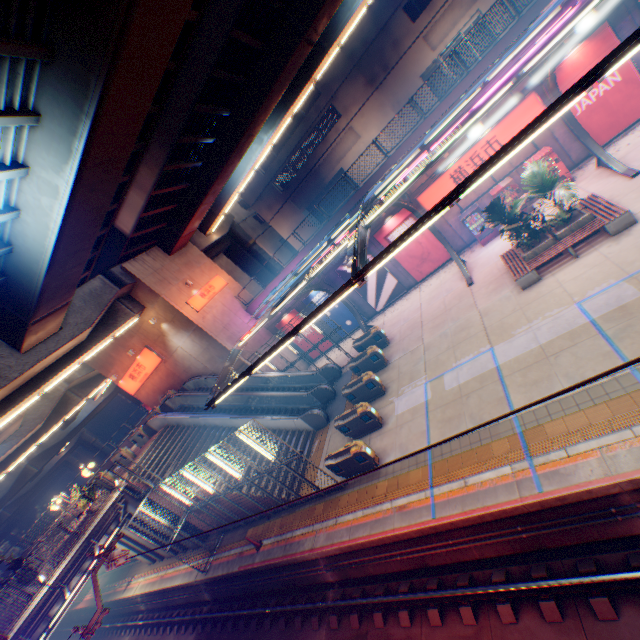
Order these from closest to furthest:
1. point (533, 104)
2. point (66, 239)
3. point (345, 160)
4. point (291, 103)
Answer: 1. point (66, 239)
2. point (533, 104)
3. point (291, 103)
4. point (345, 160)

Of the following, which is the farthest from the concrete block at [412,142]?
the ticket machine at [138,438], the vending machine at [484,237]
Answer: the ticket machine at [138,438]

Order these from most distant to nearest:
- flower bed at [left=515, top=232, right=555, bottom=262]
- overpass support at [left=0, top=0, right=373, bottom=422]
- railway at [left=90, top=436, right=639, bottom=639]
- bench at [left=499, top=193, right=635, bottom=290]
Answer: flower bed at [left=515, top=232, right=555, bottom=262], bench at [left=499, top=193, right=635, bottom=290], overpass support at [left=0, top=0, right=373, bottom=422], railway at [left=90, top=436, right=639, bottom=639]

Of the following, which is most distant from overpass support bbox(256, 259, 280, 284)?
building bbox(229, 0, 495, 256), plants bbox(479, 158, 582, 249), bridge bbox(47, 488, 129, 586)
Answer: plants bbox(479, 158, 582, 249)

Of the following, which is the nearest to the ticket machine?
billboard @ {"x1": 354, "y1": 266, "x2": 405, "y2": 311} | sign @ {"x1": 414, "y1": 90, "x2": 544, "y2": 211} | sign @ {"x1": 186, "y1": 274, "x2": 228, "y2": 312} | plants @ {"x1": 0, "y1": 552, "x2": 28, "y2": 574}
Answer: plants @ {"x1": 0, "y1": 552, "x2": 28, "y2": 574}

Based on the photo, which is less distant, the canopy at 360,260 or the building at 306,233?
the canopy at 360,260

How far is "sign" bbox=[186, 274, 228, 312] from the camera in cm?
2269

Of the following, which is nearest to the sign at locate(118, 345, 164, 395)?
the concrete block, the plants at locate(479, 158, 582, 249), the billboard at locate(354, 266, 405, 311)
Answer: the concrete block
